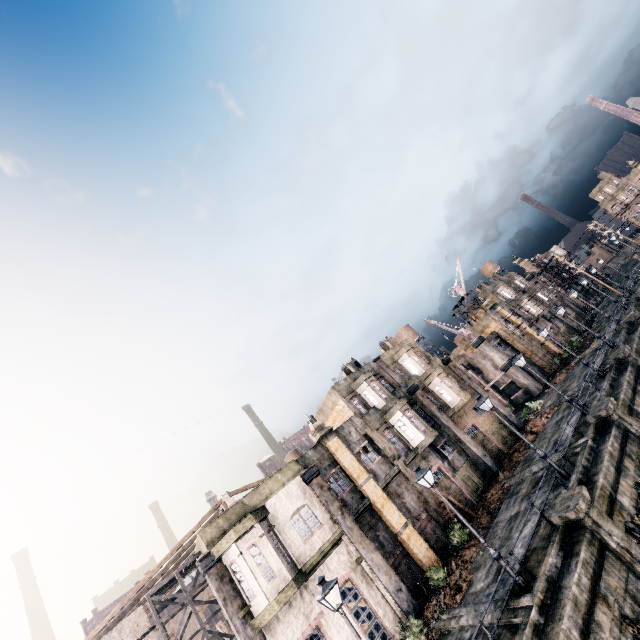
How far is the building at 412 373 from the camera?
29.3 meters

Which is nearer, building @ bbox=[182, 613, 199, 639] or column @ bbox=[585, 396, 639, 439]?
column @ bbox=[585, 396, 639, 439]

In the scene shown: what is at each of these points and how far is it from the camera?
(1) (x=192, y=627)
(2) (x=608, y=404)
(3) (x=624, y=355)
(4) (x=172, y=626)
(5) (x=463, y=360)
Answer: (1) building, 42.9m
(2) column, 19.2m
(3) column, 24.8m
(4) building, 42.4m
(5) building, 59.1m

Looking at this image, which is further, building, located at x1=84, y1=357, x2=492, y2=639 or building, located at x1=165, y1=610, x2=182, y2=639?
building, located at x1=165, y1=610, x2=182, y2=639

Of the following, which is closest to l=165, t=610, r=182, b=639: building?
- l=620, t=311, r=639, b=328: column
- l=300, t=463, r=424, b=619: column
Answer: l=300, t=463, r=424, b=619: column

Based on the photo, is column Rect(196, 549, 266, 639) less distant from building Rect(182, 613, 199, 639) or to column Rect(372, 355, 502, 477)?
building Rect(182, 613, 199, 639)

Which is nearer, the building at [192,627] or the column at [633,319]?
the column at [633,319]

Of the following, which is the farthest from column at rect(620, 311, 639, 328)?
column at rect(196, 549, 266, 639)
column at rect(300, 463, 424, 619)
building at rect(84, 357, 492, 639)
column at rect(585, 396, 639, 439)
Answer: column at rect(196, 549, 266, 639)
